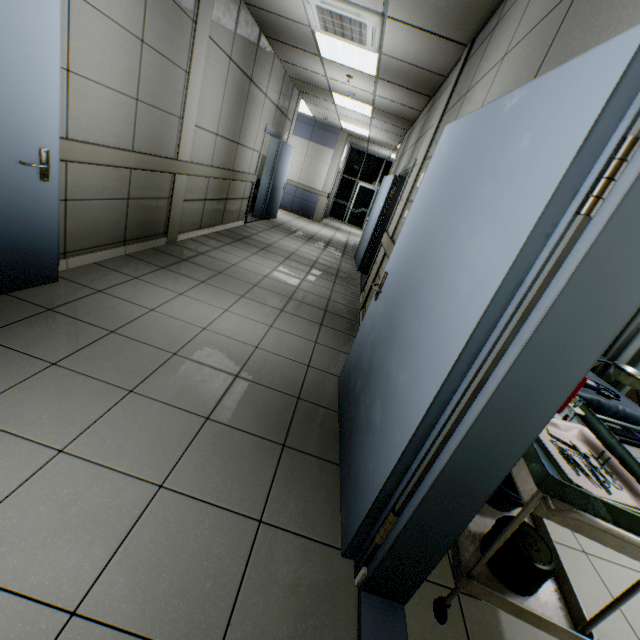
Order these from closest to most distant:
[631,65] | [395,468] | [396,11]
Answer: [631,65] < [395,468] < [396,11]

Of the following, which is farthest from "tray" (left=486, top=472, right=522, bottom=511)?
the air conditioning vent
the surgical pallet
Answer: the air conditioning vent

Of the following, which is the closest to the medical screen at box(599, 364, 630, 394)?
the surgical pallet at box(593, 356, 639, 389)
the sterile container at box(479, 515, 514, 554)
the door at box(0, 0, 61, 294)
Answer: the surgical pallet at box(593, 356, 639, 389)

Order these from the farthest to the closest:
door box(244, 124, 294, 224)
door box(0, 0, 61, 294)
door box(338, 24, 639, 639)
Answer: door box(244, 124, 294, 224), door box(0, 0, 61, 294), door box(338, 24, 639, 639)

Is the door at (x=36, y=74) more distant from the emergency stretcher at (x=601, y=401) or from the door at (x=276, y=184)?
the door at (x=276, y=184)

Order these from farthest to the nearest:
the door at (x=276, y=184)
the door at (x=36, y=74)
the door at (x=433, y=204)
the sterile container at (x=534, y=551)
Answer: the door at (x=276, y=184), the door at (x=36, y=74), the sterile container at (x=534, y=551), the door at (x=433, y=204)

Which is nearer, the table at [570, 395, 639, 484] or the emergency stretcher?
the table at [570, 395, 639, 484]

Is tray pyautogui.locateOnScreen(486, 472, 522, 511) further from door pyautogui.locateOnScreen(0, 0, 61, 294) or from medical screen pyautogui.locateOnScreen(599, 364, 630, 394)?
door pyautogui.locateOnScreen(0, 0, 61, 294)
